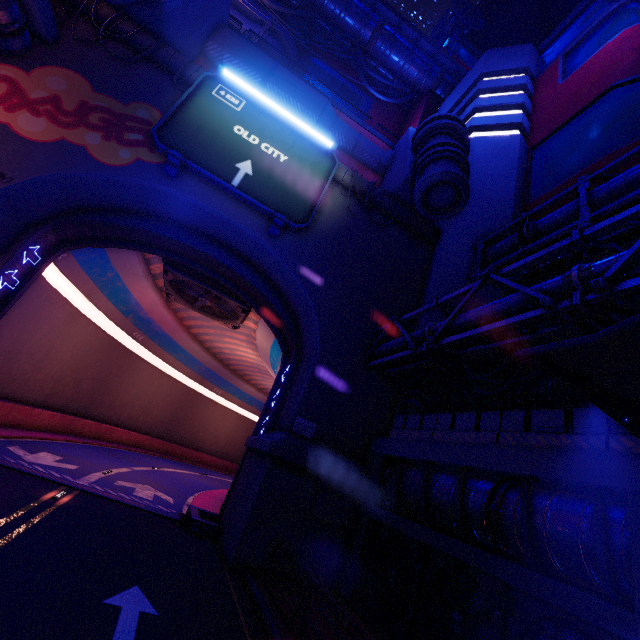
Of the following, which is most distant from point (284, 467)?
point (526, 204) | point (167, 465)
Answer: point (167, 465)

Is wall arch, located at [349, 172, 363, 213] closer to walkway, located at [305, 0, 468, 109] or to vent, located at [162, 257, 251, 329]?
vent, located at [162, 257, 251, 329]

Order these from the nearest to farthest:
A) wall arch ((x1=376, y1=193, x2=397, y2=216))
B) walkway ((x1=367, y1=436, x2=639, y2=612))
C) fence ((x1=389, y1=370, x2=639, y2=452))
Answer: walkway ((x1=367, y1=436, x2=639, y2=612)) → fence ((x1=389, y1=370, x2=639, y2=452)) → wall arch ((x1=376, y1=193, x2=397, y2=216))

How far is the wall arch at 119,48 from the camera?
14.8 meters

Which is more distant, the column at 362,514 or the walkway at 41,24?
the walkway at 41,24

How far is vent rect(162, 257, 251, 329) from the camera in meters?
18.8

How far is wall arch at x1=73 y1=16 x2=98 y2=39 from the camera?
14.3m
